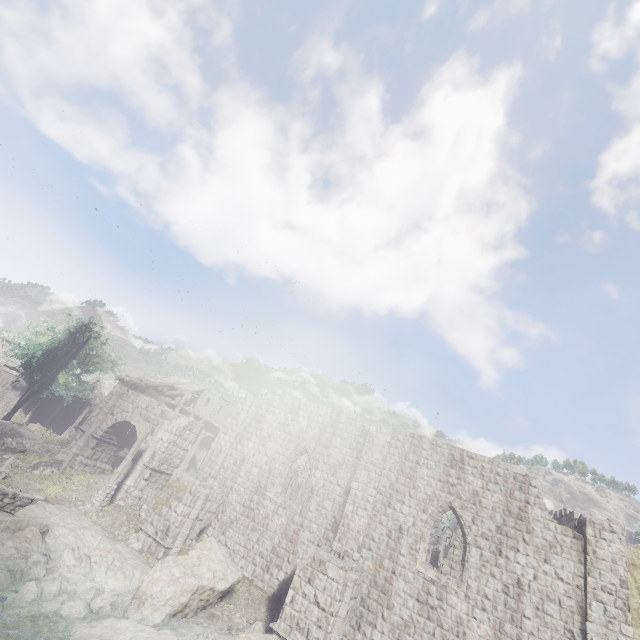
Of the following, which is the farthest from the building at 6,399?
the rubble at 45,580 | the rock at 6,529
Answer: the rubble at 45,580

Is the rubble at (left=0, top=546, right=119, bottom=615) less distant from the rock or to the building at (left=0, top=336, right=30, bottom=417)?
the rock

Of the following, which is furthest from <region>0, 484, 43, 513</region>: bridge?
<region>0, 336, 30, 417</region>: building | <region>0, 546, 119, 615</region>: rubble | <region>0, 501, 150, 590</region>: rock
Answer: <region>0, 336, 30, 417</region>: building

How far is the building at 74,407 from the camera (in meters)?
36.86

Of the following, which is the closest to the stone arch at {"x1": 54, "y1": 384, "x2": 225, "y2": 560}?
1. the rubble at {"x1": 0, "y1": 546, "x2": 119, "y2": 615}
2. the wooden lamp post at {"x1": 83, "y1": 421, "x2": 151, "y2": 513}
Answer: the wooden lamp post at {"x1": 83, "y1": 421, "x2": 151, "y2": 513}

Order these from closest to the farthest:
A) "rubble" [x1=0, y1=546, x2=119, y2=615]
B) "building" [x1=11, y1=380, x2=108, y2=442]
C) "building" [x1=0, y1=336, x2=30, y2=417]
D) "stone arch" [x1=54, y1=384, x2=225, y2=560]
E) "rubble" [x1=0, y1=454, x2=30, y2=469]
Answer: "rubble" [x1=0, y1=546, x2=119, y2=615]
"stone arch" [x1=54, y1=384, x2=225, y2=560]
"rubble" [x1=0, y1=454, x2=30, y2=469]
"building" [x1=11, y1=380, x2=108, y2=442]
"building" [x1=0, y1=336, x2=30, y2=417]

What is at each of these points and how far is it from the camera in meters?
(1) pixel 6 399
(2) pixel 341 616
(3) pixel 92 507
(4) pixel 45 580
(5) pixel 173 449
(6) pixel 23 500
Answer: (1) building, 37.9
(2) stone arch, 12.6
(3) wooden lamp post, 18.1
(4) rubble, 11.7
(5) stone arch, 22.5
(6) bridge, 16.0

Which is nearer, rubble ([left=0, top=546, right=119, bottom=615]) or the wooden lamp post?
rubble ([left=0, top=546, right=119, bottom=615])
